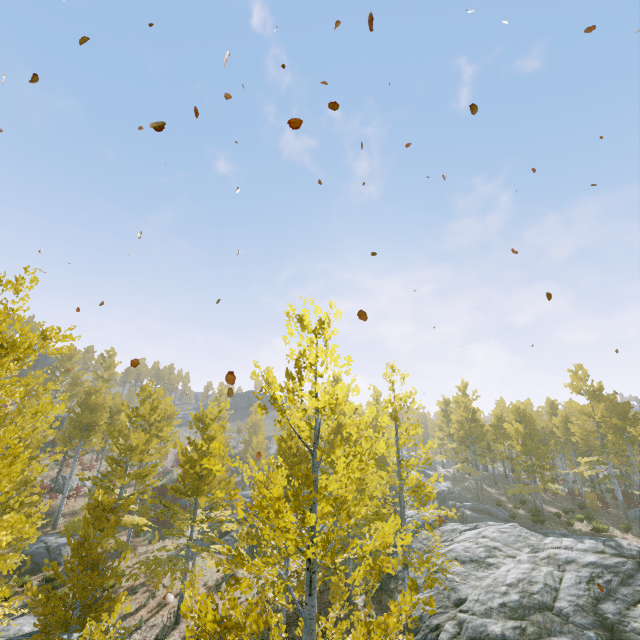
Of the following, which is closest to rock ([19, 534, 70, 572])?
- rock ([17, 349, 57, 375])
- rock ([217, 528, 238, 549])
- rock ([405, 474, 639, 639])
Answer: rock ([405, 474, 639, 639])

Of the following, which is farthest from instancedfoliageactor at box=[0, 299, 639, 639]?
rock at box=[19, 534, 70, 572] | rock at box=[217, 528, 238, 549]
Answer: rock at box=[19, 534, 70, 572]

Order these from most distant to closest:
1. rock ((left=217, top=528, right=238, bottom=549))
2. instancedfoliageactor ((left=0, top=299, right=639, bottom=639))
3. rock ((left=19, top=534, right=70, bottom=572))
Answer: rock ((left=217, top=528, right=238, bottom=549)) → rock ((left=19, top=534, right=70, bottom=572)) → instancedfoliageactor ((left=0, top=299, right=639, bottom=639))

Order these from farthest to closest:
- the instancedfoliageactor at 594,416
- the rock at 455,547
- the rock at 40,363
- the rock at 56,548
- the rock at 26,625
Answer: the rock at 40,363
the rock at 56,548
the rock at 26,625
the rock at 455,547
the instancedfoliageactor at 594,416

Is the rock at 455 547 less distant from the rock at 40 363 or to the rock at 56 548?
the rock at 56 548

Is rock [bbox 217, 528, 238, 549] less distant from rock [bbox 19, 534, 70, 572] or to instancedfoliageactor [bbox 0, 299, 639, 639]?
instancedfoliageactor [bbox 0, 299, 639, 639]

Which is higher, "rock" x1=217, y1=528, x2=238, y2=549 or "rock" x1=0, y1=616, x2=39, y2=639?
"rock" x1=217, y1=528, x2=238, y2=549

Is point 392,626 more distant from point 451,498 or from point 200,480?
point 451,498
